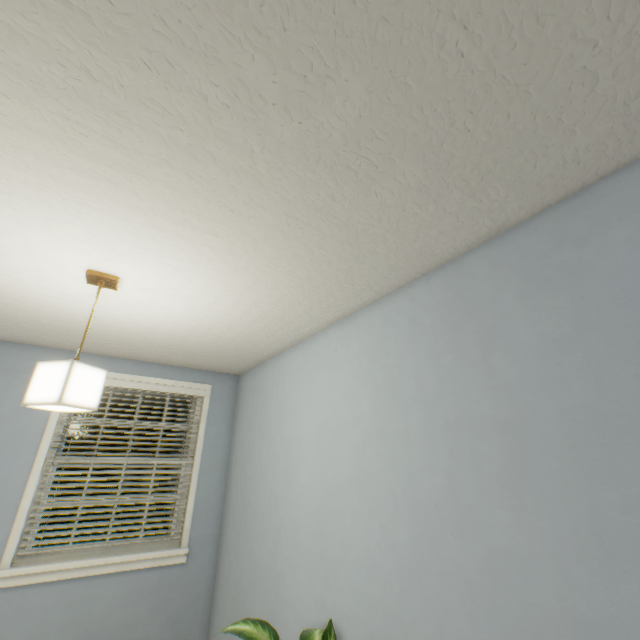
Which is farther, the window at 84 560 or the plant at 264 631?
the window at 84 560

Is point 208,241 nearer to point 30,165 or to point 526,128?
point 30,165

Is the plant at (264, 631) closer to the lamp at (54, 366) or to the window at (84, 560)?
the lamp at (54, 366)

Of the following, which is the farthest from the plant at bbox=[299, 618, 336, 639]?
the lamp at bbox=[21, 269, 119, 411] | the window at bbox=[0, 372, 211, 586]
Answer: the window at bbox=[0, 372, 211, 586]

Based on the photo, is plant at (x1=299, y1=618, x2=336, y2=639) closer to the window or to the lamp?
the lamp

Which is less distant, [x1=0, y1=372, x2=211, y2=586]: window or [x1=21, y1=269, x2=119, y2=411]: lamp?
[x1=21, y1=269, x2=119, y2=411]: lamp
